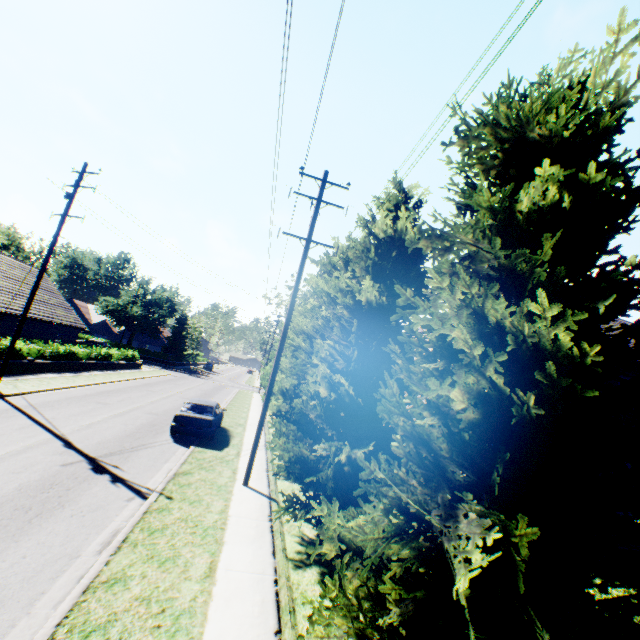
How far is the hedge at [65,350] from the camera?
21.0m

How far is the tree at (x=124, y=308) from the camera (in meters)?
53.81

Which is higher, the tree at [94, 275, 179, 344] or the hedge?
the tree at [94, 275, 179, 344]

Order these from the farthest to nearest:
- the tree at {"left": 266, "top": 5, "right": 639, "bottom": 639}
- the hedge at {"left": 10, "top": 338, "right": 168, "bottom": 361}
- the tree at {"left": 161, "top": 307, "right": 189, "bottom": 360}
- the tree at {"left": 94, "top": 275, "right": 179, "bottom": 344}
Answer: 1. the tree at {"left": 161, "top": 307, "right": 189, "bottom": 360}
2. the tree at {"left": 94, "top": 275, "right": 179, "bottom": 344}
3. the hedge at {"left": 10, "top": 338, "right": 168, "bottom": 361}
4. the tree at {"left": 266, "top": 5, "right": 639, "bottom": 639}

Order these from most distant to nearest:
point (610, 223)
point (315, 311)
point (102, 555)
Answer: point (315, 311)
point (102, 555)
point (610, 223)

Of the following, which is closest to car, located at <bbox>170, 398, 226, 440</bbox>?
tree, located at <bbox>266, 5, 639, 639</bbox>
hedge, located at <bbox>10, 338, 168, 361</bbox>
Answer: tree, located at <bbox>266, 5, 639, 639</bbox>
